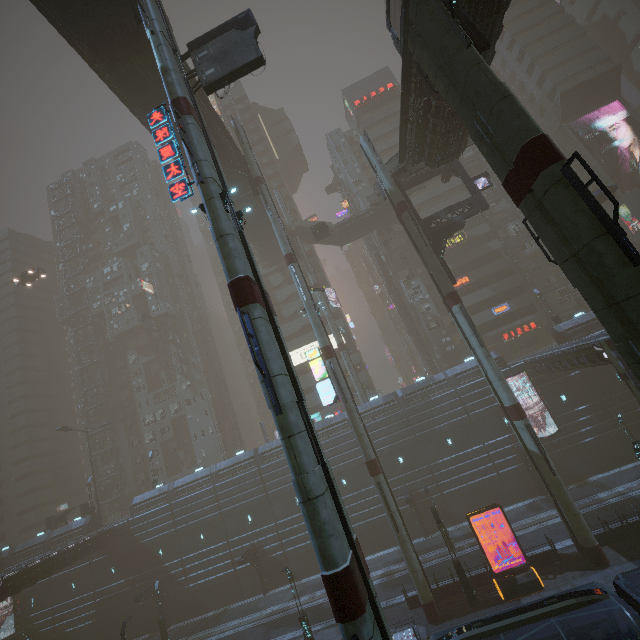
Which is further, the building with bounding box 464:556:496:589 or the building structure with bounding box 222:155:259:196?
the building structure with bounding box 222:155:259:196

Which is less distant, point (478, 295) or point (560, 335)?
point (560, 335)

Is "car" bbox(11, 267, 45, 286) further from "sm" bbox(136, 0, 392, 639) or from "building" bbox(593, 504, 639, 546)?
"sm" bbox(136, 0, 392, 639)

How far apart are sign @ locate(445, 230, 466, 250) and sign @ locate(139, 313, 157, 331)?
48.3 meters

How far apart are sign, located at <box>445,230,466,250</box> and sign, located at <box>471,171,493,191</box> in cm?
2003

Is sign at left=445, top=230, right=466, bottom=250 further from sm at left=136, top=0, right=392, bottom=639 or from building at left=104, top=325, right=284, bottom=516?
sm at left=136, top=0, right=392, bottom=639

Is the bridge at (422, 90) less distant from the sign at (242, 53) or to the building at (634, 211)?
the building at (634, 211)

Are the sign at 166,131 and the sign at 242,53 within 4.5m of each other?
yes
